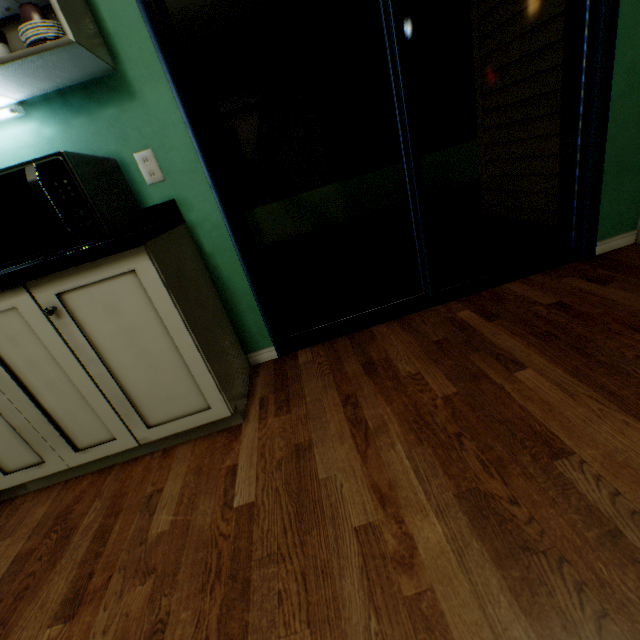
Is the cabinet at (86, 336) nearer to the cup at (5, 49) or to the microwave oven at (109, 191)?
the microwave oven at (109, 191)

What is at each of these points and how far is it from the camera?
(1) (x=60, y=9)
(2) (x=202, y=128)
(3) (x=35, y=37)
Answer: (1) cabinet, 1.0m
(2) door, 1.4m
(3) plate, 1.0m

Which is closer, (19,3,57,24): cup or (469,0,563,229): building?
(19,3,57,24): cup

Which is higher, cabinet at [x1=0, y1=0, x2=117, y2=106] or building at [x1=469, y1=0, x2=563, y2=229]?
cabinet at [x1=0, y1=0, x2=117, y2=106]

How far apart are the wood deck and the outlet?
1.19m

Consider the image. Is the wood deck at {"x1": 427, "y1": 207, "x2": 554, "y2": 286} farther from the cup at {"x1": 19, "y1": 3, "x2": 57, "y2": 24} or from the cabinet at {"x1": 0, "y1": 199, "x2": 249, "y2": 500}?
the cup at {"x1": 19, "y1": 3, "x2": 57, "y2": 24}

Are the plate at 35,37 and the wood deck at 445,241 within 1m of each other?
no

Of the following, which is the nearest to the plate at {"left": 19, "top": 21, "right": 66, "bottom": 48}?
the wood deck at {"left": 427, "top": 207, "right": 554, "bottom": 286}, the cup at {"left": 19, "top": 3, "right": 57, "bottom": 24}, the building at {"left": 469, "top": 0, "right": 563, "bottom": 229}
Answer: the cup at {"left": 19, "top": 3, "right": 57, "bottom": 24}
